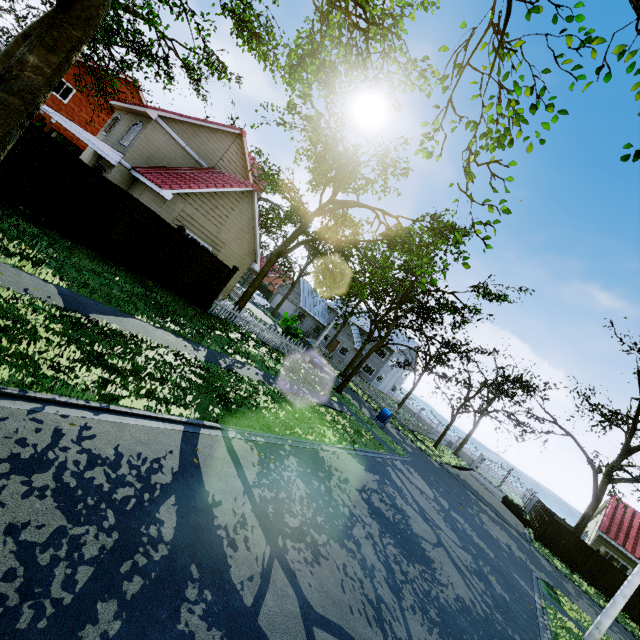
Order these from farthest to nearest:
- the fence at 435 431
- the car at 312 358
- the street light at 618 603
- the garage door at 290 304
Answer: the garage door at 290 304 → the fence at 435 431 → the car at 312 358 → the street light at 618 603

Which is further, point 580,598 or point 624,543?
point 624,543

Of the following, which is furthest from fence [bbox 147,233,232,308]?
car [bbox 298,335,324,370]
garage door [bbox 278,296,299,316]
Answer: car [bbox 298,335,324,370]

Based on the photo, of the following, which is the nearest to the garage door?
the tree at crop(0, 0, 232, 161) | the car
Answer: the tree at crop(0, 0, 232, 161)

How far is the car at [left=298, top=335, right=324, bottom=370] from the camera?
24.2m

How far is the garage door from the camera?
46.06m

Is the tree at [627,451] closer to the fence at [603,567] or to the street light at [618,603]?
the fence at [603,567]

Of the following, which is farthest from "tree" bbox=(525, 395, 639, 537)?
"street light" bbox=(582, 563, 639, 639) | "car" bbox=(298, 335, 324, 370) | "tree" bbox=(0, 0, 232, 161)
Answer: "street light" bbox=(582, 563, 639, 639)
